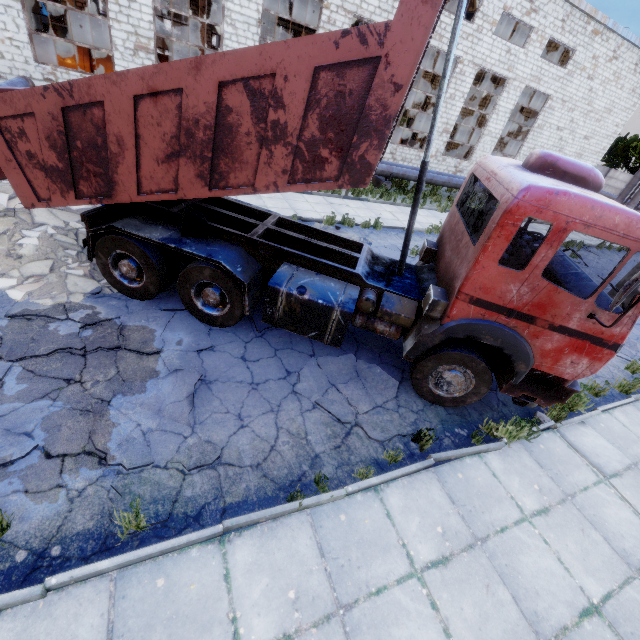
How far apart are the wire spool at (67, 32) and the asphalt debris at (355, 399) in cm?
2415

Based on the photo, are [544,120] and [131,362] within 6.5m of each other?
no

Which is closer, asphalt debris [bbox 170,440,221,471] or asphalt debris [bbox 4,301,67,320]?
asphalt debris [bbox 170,440,221,471]

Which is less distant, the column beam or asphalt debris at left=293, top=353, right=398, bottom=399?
asphalt debris at left=293, top=353, right=398, bottom=399

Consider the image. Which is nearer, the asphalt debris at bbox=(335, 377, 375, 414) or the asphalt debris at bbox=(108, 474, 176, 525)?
the asphalt debris at bbox=(108, 474, 176, 525)

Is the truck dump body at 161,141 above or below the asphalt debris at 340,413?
above

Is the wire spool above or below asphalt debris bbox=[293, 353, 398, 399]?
above

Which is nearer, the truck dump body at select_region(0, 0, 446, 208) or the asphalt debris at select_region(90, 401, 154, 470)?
the truck dump body at select_region(0, 0, 446, 208)
